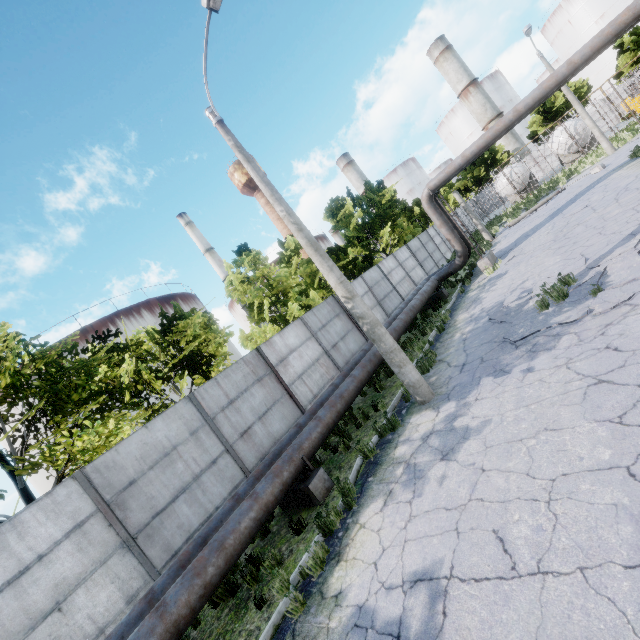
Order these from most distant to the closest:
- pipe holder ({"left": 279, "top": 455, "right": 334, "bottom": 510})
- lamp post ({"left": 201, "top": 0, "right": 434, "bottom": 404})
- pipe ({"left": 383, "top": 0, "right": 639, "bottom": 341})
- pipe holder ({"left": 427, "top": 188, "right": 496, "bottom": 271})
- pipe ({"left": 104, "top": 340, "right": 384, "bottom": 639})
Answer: pipe holder ({"left": 427, "top": 188, "right": 496, "bottom": 271})
pipe ({"left": 383, "top": 0, "right": 639, "bottom": 341})
lamp post ({"left": 201, "top": 0, "right": 434, "bottom": 404})
pipe holder ({"left": 279, "top": 455, "right": 334, "bottom": 510})
pipe ({"left": 104, "top": 340, "right": 384, "bottom": 639})

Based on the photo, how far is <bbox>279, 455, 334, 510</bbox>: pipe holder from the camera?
6.9m

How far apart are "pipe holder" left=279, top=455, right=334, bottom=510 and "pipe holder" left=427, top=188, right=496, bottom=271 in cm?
1356

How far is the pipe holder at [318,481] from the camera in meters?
6.9 m

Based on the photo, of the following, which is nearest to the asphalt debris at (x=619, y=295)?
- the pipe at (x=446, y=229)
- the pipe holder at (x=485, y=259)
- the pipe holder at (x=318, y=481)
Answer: the pipe at (x=446, y=229)

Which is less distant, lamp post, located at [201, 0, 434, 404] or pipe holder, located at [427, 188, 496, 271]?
lamp post, located at [201, 0, 434, 404]

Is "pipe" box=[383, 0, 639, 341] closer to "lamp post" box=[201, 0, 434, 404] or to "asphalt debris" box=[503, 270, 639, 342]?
"lamp post" box=[201, 0, 434, 404]

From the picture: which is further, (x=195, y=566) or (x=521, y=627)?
(x=195, y=566)
